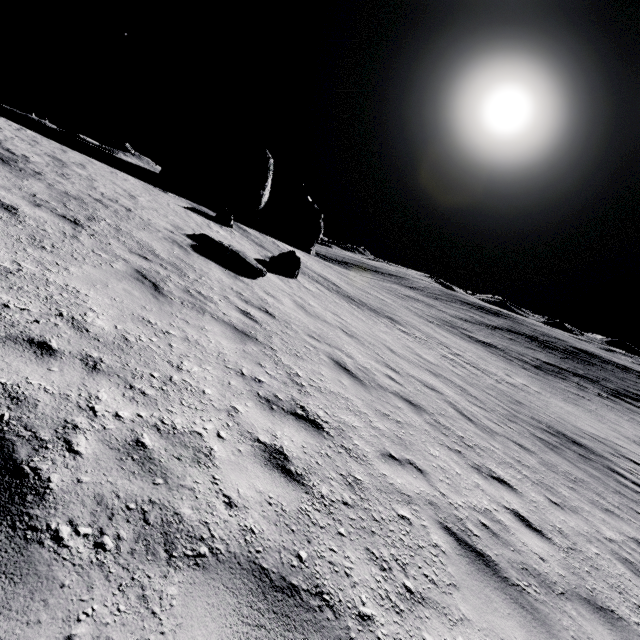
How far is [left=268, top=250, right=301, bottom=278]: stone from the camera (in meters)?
15.54

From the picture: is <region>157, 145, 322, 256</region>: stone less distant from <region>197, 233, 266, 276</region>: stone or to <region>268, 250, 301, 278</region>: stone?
<region>268, 250, 301, 278</region>: stone

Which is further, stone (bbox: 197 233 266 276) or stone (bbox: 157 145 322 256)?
stone (bbox: 157 145 322 256)

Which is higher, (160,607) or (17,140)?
(17,140)

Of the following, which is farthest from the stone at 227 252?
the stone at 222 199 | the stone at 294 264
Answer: the stone at 222 199

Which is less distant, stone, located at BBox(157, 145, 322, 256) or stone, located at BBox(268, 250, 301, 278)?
stone, located at BBox(268, 250, 301, 278)

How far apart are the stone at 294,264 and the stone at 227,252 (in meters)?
3.64

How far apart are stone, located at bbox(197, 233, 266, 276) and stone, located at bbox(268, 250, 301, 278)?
3.6m
